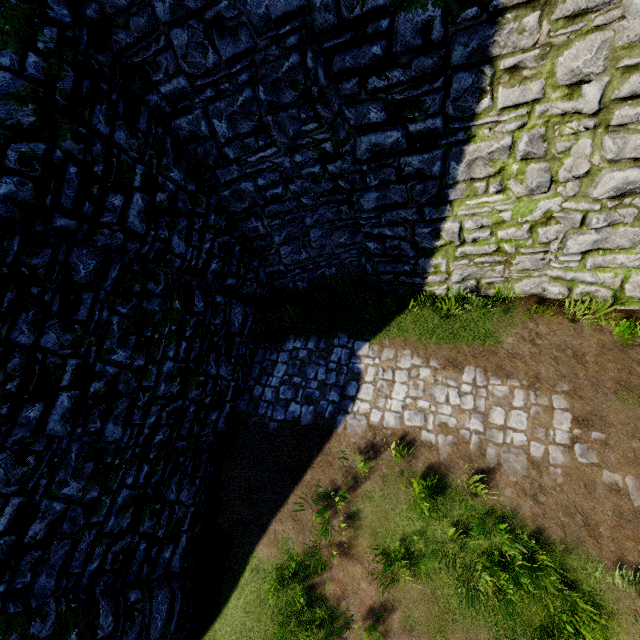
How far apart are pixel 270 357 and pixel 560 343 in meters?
6.1 m
